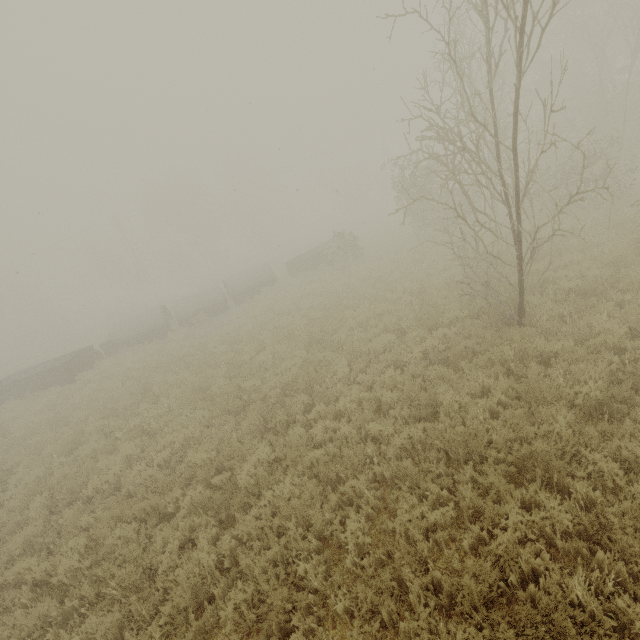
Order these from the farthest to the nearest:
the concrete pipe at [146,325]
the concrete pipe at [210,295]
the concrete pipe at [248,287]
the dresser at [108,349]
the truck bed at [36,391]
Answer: the concrete pipe at [248,287]
the concrete pipe at [210,295]
the concrete pipe at [146,325]
the dresser at [108,349]
the truck bed at [36,391]

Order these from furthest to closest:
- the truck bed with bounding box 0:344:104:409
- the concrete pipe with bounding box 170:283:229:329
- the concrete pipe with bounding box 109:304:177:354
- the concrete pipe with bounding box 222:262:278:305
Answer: the concrete pipe with bounding box 222:262:278:305
the concrete pipe with bounding box 170:283:229:329
the concrete pipe with bounding box 109:304:177:354
the truck bed with bounding box 0:344:104:409

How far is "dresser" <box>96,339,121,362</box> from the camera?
20.05m

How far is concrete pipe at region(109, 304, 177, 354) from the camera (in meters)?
21.27

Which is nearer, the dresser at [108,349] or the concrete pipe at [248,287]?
the dresser at [108,349]

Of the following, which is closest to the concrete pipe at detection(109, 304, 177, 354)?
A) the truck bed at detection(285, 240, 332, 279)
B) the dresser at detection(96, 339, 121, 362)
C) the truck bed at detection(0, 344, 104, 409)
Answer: the dresser at detection(96, 339, 121, 362)

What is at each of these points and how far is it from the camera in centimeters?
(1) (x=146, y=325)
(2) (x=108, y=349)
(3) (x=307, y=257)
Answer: (1) concrete pipe, 2158cm
(2) dresser, 2117cm
(3) truck bed, 2364cm

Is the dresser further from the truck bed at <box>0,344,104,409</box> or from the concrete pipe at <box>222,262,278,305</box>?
the concrete pipe at <box>222,262,278,305</box>
